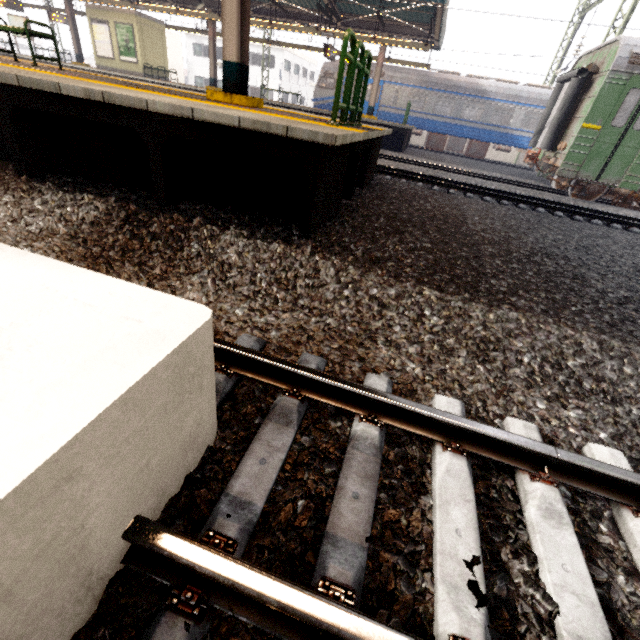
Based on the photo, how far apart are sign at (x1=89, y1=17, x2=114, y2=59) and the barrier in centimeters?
2243cm

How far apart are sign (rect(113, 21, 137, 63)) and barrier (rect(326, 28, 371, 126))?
21.12m

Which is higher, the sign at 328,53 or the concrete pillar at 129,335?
the sign at 328,53

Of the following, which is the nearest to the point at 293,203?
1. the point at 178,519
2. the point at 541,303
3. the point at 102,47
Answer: the point at 541,303

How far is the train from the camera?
20.4m

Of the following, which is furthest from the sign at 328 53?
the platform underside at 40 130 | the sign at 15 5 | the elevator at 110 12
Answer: the sign at 15 5

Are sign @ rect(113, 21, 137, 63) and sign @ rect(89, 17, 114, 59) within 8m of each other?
yes

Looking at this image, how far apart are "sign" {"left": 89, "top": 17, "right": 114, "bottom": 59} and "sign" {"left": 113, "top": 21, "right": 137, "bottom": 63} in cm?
30
